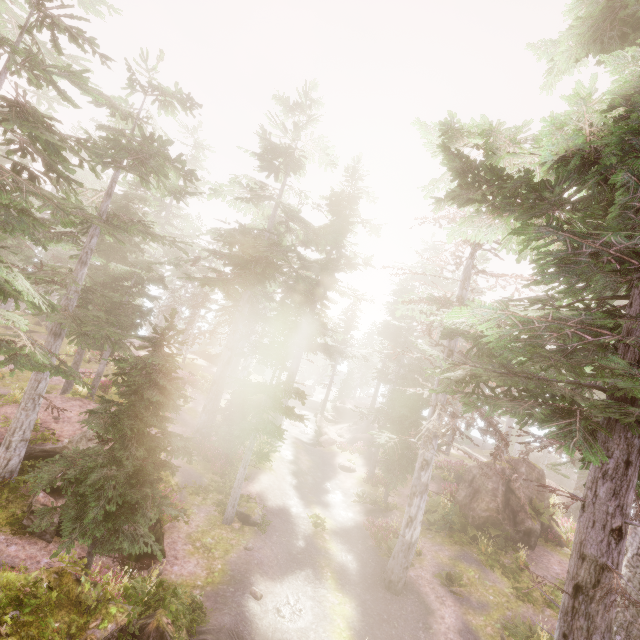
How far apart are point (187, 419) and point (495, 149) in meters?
24.8

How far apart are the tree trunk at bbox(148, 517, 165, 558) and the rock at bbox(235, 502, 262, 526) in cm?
352

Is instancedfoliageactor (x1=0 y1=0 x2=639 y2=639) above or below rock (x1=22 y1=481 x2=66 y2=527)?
above

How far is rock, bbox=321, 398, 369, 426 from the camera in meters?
39.8 m

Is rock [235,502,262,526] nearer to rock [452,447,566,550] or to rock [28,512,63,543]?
rock [28,512,63,543]

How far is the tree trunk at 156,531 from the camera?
11.8m

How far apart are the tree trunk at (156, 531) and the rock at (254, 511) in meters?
3.5

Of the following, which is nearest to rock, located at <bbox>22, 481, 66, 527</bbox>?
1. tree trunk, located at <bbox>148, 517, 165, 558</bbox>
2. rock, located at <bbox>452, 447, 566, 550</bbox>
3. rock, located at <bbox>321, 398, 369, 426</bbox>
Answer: tree trunk, located at <bbox>148, 517, 165, 558</bbox>
